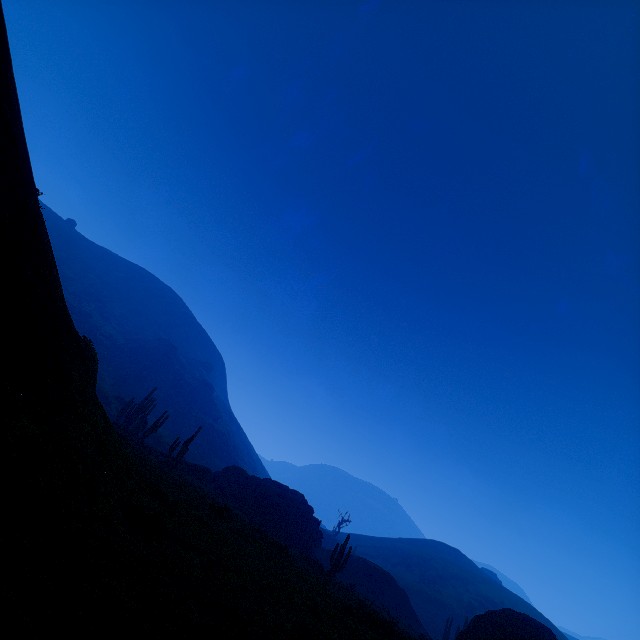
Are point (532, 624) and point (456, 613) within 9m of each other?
no

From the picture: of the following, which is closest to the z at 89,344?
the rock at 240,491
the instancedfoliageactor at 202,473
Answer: the instancedfoliageactor at 202,473

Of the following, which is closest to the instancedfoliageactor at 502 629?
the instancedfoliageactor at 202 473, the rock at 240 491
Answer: the rock at 240 491

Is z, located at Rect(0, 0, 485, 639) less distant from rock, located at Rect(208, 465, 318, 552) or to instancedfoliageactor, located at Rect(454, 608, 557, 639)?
instancedfoliageactor, located at Rect(454, 608, 557, 639)

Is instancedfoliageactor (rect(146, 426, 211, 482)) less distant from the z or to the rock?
the z

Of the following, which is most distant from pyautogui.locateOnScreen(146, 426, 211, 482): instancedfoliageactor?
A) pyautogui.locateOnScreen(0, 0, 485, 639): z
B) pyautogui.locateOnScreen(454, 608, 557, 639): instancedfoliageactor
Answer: pyautogui.locateOnScreen(454, 608, 557, 639): instancedfoliageactor

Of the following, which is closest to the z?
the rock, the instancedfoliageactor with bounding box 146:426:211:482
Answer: the instancedfoliageactor with bounding box 146:426:211:482

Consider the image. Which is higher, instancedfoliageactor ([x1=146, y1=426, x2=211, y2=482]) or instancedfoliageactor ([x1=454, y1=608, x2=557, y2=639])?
instancedfoliageactor ([x1=454, y1=608, x2=557, y2=639])
